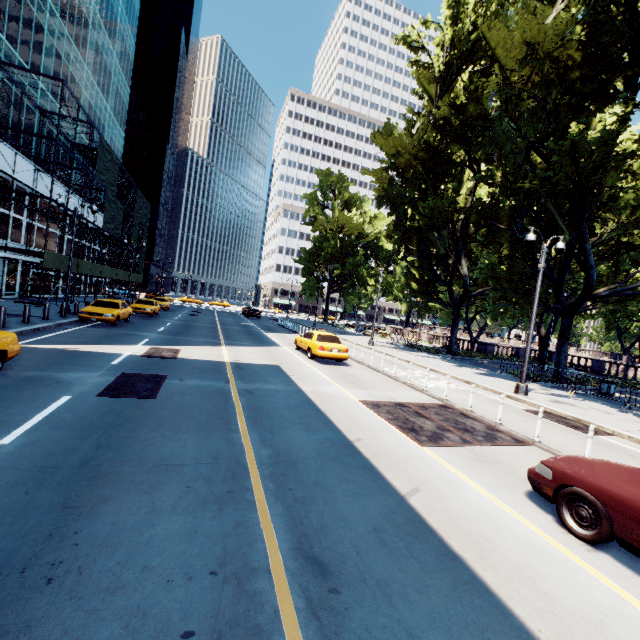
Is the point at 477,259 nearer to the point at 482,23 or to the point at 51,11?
the point at 482,23

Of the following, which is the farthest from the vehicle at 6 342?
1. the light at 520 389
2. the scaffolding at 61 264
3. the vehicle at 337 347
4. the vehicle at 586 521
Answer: the light at 520 389

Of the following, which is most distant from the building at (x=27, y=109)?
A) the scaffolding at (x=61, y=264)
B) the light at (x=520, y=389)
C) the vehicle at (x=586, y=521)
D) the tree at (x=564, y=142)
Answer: the light at (x=520, y=389)

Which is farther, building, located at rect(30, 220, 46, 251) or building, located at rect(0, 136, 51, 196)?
building, located at rect(30, 220, 46, 251)

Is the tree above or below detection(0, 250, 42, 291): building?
above

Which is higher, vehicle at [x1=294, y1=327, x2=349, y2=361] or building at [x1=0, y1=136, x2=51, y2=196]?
building at [x1=0, y1=136, x2=51, y2=196]

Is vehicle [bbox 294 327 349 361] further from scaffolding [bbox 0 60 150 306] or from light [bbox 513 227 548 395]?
scaffolding [bbox 0 60 150 306]

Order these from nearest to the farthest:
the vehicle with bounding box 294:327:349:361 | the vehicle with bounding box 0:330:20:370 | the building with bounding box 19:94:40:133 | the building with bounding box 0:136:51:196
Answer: the vehicle with bounding box 0:330:20:370 → the vehicle with bounding box 294:327:349:361 → the building with bounding box 0:136:51:196 → the building with bounding box 19:94:40:133
